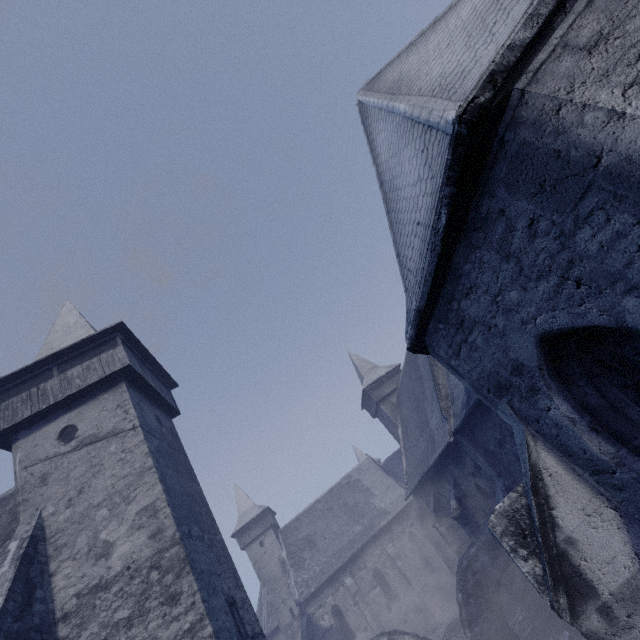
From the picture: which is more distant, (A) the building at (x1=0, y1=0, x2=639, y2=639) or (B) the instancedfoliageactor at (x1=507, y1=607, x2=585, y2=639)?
(B) the instancedfoliageactor at (x1=507, y1=607, x2=585, y2=639)

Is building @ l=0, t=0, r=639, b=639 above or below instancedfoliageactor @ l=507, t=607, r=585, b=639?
above

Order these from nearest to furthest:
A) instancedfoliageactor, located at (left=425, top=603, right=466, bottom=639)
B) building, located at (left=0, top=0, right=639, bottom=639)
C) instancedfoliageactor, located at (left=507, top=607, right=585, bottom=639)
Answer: building, located at (left=0, top=0, right=639, bottom=639) < instancedfoliageactor, located at (left=507, top=607, right=585, bottom=639) < instancedfoliageactor, located at (left=425, top=603, right=466, bottom=639)

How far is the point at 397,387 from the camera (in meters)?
28.22

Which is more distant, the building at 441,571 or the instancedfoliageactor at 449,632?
the instancedfoliageactor at 449,632

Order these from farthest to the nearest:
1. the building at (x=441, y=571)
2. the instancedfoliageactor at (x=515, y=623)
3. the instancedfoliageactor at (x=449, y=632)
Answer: the instancedfoliageactor at (x=449, y=632) → the instancedfoliageactor at (x=515, y=623) → the building at (x=441, y=571)

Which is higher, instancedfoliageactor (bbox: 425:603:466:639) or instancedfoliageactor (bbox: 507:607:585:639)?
instancedfoliageactor (bbox: 425:603:466:639)
